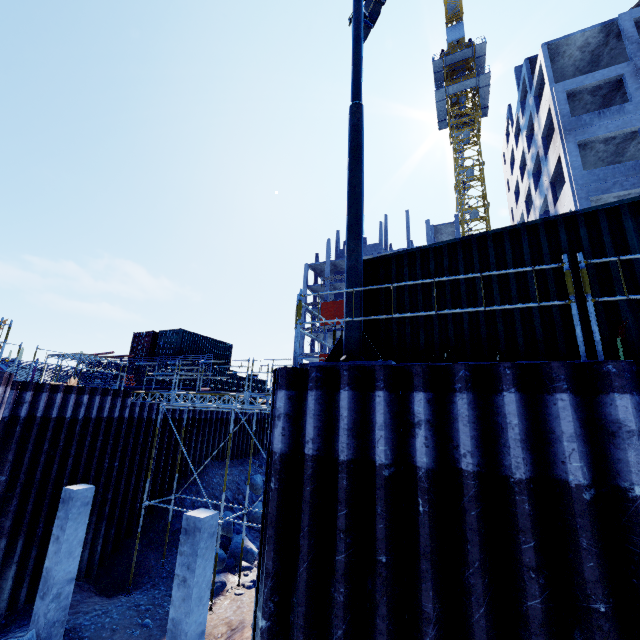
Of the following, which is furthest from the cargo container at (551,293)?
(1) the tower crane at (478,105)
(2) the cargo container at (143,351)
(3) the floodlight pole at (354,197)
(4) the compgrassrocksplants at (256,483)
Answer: (1) the tower crane at (478,105)

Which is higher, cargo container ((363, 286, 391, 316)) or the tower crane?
the tower crane

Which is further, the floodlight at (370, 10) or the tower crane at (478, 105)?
the tower crane at (478, 105)

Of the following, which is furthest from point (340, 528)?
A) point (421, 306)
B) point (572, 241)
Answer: point (572, 241)

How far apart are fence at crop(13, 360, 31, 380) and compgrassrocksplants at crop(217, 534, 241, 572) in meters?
25.9 m

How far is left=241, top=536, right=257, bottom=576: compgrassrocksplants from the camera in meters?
13.1 m

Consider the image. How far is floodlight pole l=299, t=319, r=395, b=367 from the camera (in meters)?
5.04

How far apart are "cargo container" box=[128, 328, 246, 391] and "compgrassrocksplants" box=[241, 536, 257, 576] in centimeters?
1340cm
